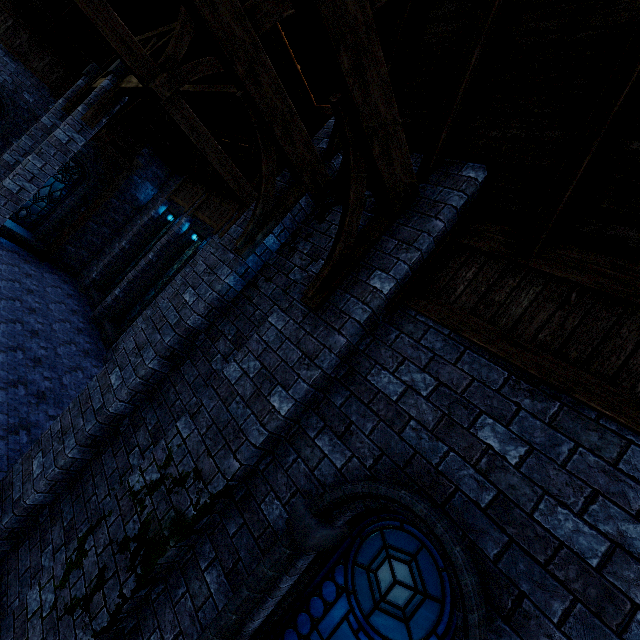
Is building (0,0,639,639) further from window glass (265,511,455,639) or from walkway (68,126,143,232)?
window glass (265,511,455,639)

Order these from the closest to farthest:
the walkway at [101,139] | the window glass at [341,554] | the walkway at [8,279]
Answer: the window glass at [341,554]
the walkway at [8,279]
the walkway at [101,139]

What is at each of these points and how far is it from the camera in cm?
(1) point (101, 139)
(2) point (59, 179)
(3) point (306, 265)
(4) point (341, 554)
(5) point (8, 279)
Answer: (1) walkway, 1361
(2) window glass, 1394
(3) building, 413
(4) window glass, 283
(5) walkway, 1088

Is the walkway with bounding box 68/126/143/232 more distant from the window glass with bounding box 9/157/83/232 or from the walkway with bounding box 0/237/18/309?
the walkway with bounding box 0/237/18/309

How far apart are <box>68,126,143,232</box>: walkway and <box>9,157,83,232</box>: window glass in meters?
0.8 m

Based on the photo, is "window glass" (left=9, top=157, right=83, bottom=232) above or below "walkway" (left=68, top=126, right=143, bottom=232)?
below

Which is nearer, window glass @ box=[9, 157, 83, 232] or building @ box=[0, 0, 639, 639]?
building @ box=[0, 0, 639, 639]

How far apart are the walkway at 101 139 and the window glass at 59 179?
0.77m
